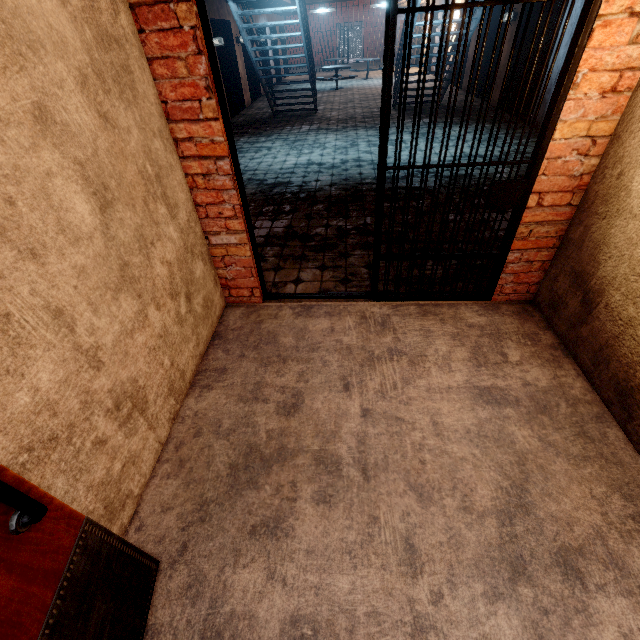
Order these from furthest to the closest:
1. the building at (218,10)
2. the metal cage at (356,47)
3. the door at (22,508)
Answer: the metal cage at (356,47)
the building at (218,10)
the door at (22,508)

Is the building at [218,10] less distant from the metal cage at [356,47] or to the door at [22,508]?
the door at [22,508]

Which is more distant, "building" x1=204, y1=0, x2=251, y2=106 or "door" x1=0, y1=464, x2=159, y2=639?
"building" x1=204, y1=0, x2=251, y2=106

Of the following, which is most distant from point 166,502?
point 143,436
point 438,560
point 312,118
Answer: point 312,118

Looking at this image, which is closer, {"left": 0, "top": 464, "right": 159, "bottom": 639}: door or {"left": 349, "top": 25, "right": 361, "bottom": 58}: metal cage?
{"left": 0, "top": 464, "right": 159, "bottom": 639}: door

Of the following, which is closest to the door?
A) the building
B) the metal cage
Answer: the building

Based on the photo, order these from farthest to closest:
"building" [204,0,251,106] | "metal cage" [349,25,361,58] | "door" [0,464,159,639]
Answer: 1. "metal cage" [349,25,361,58]
2. "building" [204,0,251,106]
3. "door" [0,464,159,639]

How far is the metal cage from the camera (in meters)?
28.52
